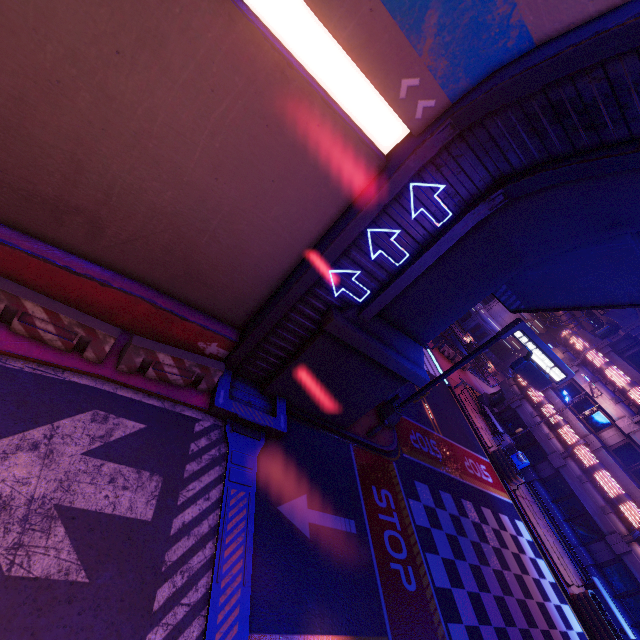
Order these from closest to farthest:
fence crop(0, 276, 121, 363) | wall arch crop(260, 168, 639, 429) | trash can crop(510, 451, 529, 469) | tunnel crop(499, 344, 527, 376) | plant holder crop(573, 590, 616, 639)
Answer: fence crop(0, 276, 121, 363)
wall arch crop(260, 168, 639, 429)
plant holder crop(573, 590, 616, 639)
trash can crop(510, 451, 529, 469)
tunnel crop(499, 344, 527, 376)

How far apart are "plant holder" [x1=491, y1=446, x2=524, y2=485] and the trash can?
1.16m

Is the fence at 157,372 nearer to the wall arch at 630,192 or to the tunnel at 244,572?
the tunnel at 244,572

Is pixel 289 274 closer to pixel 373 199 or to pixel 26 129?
pixel 373 199

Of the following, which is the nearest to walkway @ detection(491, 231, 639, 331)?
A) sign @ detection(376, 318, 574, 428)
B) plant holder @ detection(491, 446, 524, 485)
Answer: sign @ detection(376, 318, 574, 428)

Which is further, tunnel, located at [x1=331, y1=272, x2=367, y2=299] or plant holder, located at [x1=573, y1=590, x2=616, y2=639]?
plant holder, located at [x1=573, y1=590, x2=616, y2=639]

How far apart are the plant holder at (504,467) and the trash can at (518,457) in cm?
116

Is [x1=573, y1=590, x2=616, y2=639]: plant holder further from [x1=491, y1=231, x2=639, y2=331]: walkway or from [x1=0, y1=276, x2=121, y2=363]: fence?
[x1=0, y1=276, x2=121, y2=363]: fence
